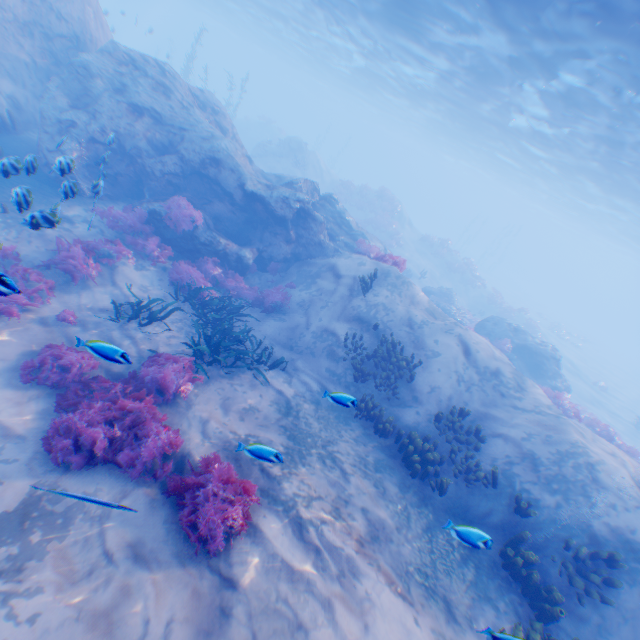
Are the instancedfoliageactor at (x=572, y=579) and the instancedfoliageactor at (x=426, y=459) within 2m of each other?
no

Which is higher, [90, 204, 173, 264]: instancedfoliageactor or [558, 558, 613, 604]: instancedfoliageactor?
[558, 558, 613, 604]: instancedfoliageactor

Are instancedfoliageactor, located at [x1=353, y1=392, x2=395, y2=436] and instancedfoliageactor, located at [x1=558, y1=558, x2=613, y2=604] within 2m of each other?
no

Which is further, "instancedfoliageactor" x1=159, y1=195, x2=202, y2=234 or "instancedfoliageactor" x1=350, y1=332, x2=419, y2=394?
"instancedfoliageactor" x1=159, y1=195, x2=202, y2=234

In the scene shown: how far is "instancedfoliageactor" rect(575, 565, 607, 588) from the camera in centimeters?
616cm

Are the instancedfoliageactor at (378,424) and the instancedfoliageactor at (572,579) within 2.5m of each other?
no

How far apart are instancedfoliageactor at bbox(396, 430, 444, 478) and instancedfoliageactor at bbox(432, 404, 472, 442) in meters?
0.2

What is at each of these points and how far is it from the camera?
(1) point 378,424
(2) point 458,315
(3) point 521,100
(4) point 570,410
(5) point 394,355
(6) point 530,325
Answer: (1) instancedfoliageactor, 8.9m
(2) rock, 20.4m
(3) light, 18.2m
(4) instancedfoliageactor, 13.6m
(5) instancedfoliageactor, 10.5m
(6) instancedfoliageactor, 29.5m
